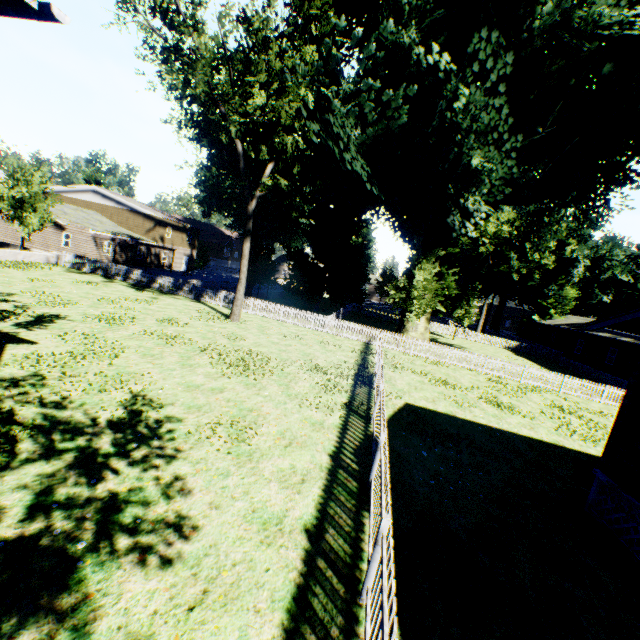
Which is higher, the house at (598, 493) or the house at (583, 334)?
the house at (583, 334)

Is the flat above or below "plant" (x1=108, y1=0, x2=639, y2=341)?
below

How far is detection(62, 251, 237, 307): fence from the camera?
25.5 meters

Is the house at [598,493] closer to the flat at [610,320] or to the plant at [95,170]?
the flat at [610,320]

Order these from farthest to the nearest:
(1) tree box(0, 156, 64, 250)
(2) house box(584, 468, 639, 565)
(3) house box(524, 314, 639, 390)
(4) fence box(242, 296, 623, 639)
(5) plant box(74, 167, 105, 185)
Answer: (5) plant box(74, 167, 105, 185), (3) house box(524, 314, 639, 390), (1) tree box(0, 156, 64, 250), (2) house box(584, 468, 639, 565), (4) fence box(242, 296, 623, 639)

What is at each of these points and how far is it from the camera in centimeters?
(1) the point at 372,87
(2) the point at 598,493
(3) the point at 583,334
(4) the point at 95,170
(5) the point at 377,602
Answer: (1) plant, 1608cm
(2) house, 783cm
(3) house, 3522cm
(4) plant, 5975cm
(5) fence, 374cm

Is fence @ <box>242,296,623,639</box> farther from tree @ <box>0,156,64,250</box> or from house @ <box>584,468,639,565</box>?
house @ <box>584,468,639,565</box>

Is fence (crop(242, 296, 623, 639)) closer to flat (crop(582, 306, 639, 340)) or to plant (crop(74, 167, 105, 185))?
plant (crop(74, 167, 105, 185))
